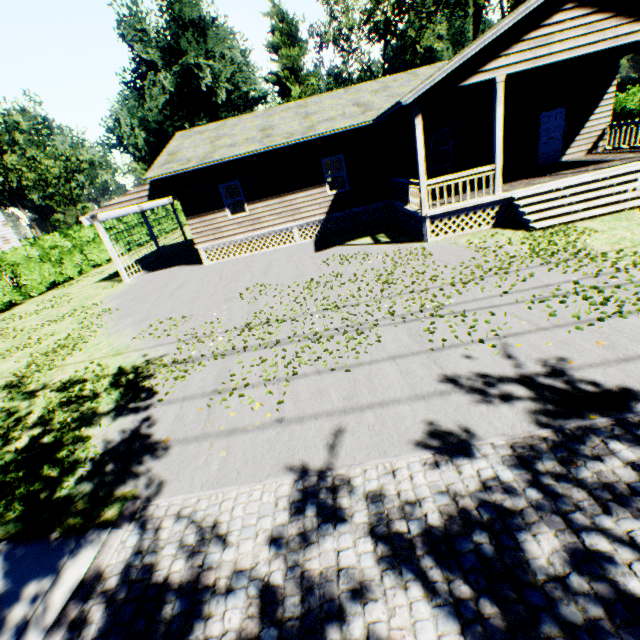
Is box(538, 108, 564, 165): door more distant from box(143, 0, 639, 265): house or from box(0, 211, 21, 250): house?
box(0, 211, 21, 250): house

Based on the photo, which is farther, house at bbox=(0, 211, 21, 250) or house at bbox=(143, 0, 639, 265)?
house at bbox=(0, 211, 21, 250)

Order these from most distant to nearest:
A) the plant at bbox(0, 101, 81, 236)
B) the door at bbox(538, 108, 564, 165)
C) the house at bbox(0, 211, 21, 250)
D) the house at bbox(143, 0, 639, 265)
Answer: the plant at bbox(0, 101, 81, 236) < the house at bbox(0, 211, 21, 250) < the door at bbox(538, 108, 564, 165) < the house at bbox(143, 0, 639, 265)

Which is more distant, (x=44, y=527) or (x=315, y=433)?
(x=315, y=433)

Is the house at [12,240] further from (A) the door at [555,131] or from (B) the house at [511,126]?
(A) the door at [555,131]

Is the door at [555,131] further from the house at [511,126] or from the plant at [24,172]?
the plant at [24,172]

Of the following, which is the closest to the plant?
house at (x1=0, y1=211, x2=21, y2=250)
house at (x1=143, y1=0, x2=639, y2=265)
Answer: house at (x1=0, y1=211, x2=21, y2=250)
